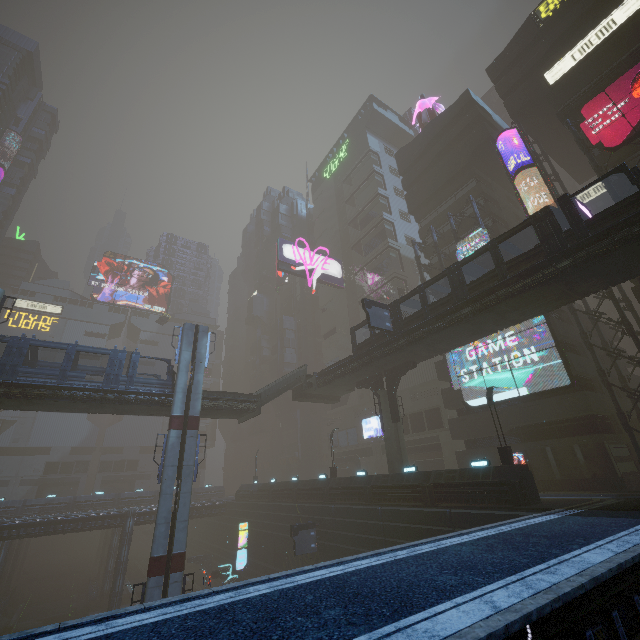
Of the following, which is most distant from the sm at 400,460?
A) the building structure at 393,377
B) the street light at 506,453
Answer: the street light at 506,453

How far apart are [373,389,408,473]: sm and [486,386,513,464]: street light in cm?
938

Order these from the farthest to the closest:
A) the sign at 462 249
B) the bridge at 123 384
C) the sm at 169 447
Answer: the sign at 462 249 → the bridge at 123 384 → the sm at 169 447

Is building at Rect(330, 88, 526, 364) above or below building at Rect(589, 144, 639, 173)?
above

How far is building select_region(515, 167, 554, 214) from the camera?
29.7 meters

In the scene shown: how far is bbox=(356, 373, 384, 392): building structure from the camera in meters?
31.3

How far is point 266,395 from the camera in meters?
31.7

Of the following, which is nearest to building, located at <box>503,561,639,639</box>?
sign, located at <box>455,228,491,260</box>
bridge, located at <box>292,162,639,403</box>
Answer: sign, located at <box>455,228,491,260</box>
